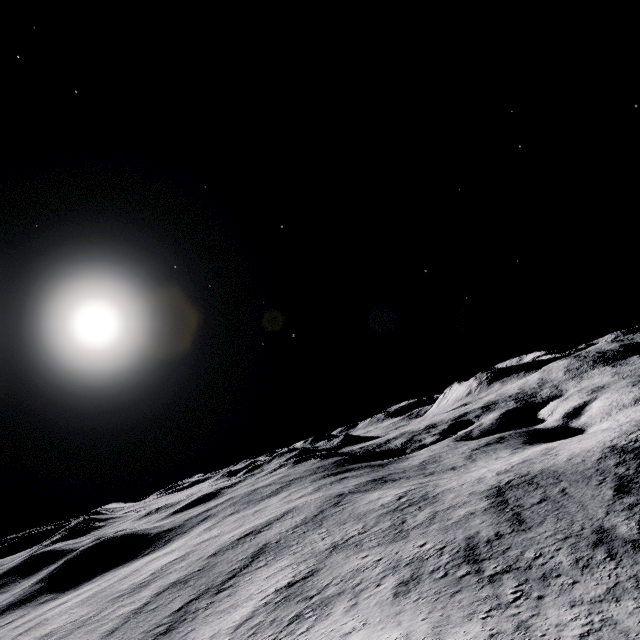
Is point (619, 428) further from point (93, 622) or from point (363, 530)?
point (93, 622)
